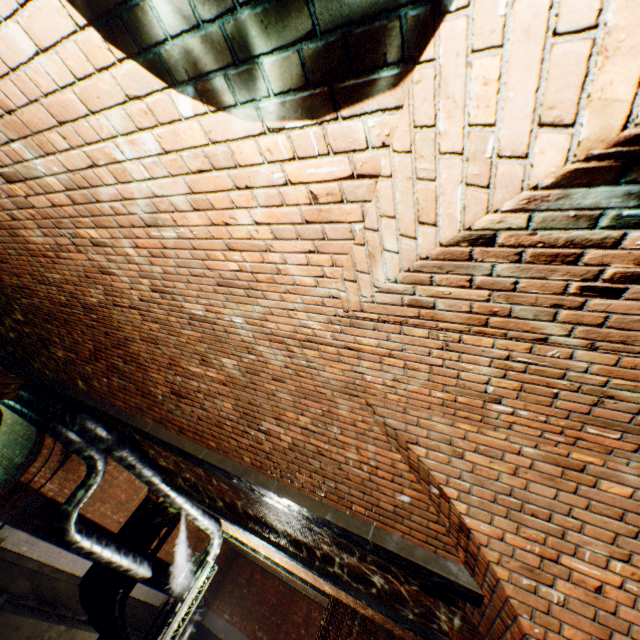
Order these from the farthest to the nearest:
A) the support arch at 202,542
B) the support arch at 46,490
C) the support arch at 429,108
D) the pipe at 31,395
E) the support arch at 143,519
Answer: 1. the support arch at 202,542
2. the support arch at 143,519
3. the support arch at 46,490
4. the pipe at 31,395
5. the support arch at 429,108

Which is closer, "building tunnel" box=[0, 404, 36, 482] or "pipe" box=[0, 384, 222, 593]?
"pipe" box=[0, 384, 222, 593]

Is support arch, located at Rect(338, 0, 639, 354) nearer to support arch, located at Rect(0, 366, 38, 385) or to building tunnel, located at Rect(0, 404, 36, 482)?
support arch, located at Rect(0, 366, 38, 385)

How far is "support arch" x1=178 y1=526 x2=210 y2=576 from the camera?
17.2 meters

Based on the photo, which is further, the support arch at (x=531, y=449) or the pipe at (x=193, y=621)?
the pipe at (x=193, y=621)

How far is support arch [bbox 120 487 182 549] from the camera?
14.1 meters

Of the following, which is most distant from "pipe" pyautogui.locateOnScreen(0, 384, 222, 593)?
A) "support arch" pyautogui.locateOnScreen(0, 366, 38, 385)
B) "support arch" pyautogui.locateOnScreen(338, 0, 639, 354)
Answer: "support arch" pyautogui.locateOnScreen(338, 0, 639, 354)

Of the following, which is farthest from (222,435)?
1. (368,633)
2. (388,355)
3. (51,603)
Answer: (51,603)
